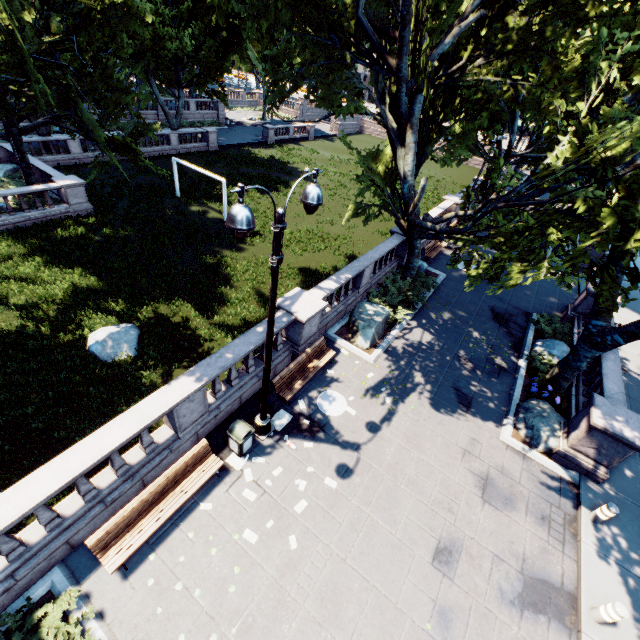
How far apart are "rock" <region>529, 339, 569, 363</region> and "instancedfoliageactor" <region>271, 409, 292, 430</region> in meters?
11.6 m

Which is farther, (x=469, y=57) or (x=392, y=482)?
(x=469, y=57)

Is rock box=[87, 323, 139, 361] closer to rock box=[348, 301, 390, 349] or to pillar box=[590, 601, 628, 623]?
rock box=[348, 301, 390, 349]

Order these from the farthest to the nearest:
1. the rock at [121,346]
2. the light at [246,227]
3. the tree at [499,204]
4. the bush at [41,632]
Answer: the rock at [121,346] < the tree at [499,204] < the bush at [41,632] < the light at [246,227]

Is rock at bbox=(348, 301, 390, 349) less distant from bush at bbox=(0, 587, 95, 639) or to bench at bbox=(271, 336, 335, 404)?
bench at bbox=(271, 336, 335, 404)

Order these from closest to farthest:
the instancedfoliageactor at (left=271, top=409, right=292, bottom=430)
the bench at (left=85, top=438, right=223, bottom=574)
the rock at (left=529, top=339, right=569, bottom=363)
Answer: the bench at (left=85, top=438, right=223, bottom=574)
the instancedfoliageactor at (left=271, top=409, right=292, bottom=430)
the rock at (left=529, top=339, right=569, bottom=363)

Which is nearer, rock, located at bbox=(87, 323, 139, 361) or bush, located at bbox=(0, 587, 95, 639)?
bush, located at bbox=(0, 587, 95, 639)

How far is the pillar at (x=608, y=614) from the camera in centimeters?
693cm
